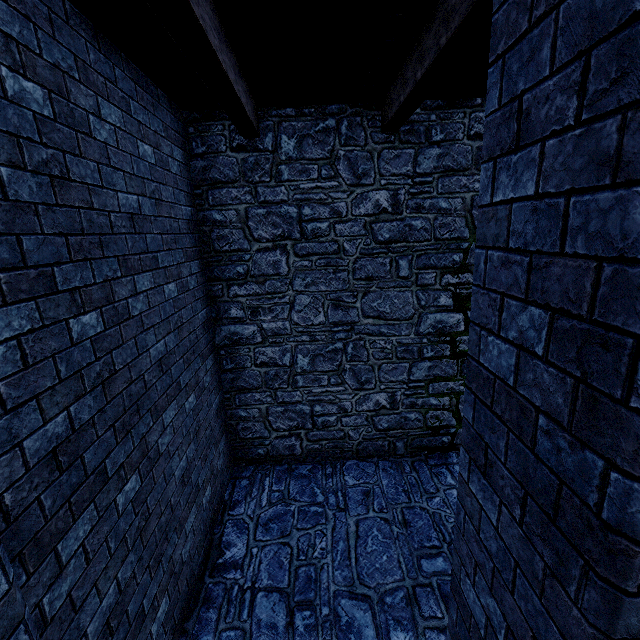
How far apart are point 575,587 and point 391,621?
3.5m
